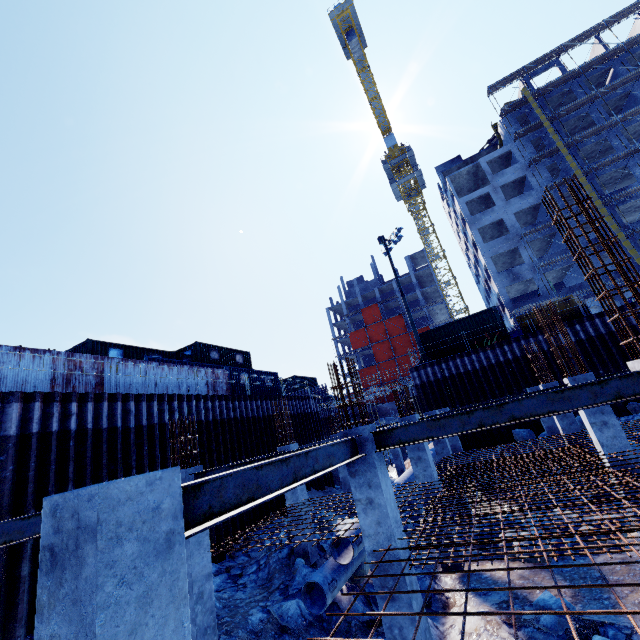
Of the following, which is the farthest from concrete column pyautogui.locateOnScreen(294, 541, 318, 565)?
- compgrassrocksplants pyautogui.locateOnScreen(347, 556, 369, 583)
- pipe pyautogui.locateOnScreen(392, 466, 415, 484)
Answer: pipe pyautogui.locateOnScreen(392, 466, 415, 484)

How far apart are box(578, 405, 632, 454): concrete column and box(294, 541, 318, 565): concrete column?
9.35m

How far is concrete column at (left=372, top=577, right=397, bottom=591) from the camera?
5.50m

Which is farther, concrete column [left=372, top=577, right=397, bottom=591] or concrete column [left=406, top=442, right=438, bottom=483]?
concrete column [left=406, top=442, right=438, bottom=483]

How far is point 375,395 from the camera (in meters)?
30.23

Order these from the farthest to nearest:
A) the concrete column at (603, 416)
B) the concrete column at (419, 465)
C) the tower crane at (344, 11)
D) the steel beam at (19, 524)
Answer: the tower crane at (344, 11) → the concrete column at (419, 465) → the concrete column at (603, 416) → the steel beam at (19, 524)

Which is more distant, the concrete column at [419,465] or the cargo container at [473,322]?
the cargo container at [473,322]

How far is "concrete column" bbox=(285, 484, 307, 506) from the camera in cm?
1186
